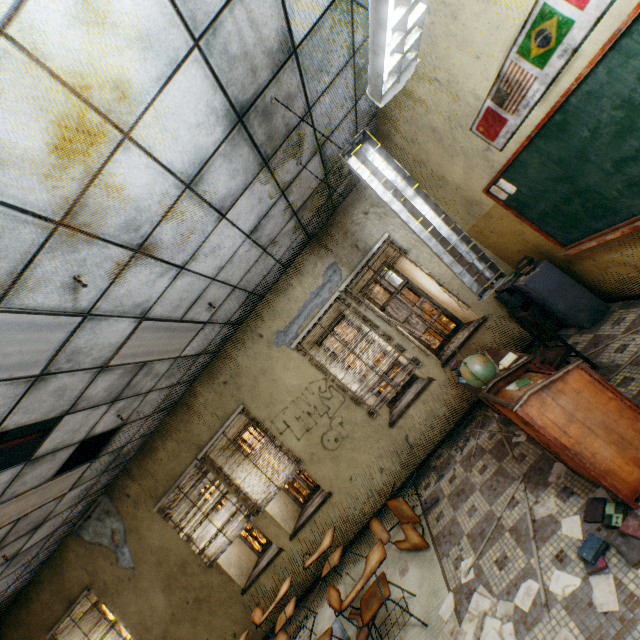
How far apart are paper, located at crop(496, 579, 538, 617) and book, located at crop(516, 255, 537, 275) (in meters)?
3.44

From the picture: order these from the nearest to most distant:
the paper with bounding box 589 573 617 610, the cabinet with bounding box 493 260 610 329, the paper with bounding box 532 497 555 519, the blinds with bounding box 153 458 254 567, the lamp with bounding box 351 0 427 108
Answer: the lamp with bounding box 351 0 427 108, the paper with bounding box 589 573 617 610, the paper with bounding box 532 497 555 519, the cabinet with bounding box 493 260 610 329, the blinds with bounding box 153 458 254 567

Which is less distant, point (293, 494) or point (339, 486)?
point (339, 486)

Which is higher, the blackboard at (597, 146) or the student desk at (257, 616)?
the blackboard at (597, 146)

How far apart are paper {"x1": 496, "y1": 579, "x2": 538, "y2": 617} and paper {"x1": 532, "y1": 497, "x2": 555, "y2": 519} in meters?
0.5

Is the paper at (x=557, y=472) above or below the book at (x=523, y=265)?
below

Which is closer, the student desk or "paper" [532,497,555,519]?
"paper" [532,497,555,519]

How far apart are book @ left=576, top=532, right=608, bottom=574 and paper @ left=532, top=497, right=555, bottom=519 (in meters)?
0.29
